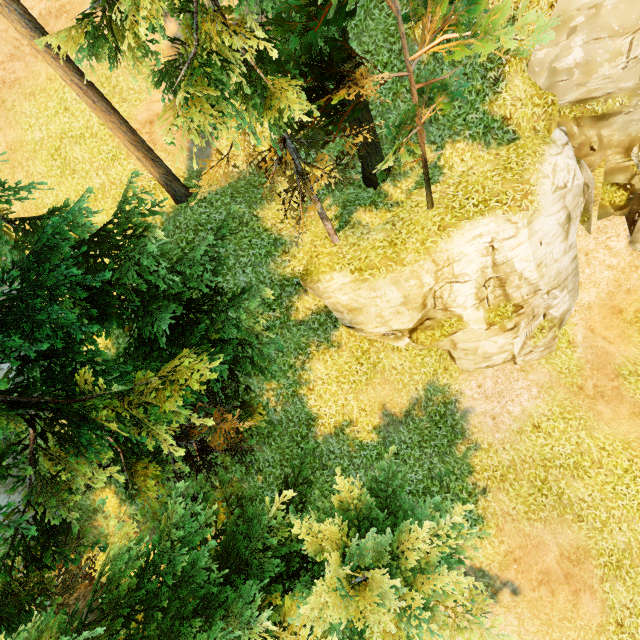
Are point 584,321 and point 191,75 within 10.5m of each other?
no

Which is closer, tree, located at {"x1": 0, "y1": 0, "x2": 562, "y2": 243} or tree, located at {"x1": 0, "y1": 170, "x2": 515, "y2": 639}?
tree, located at {"x1": 0, "y1": 0, "x2": 562, "y2": 243}

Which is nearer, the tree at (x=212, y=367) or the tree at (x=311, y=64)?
the tree at (x=311, y=64)
